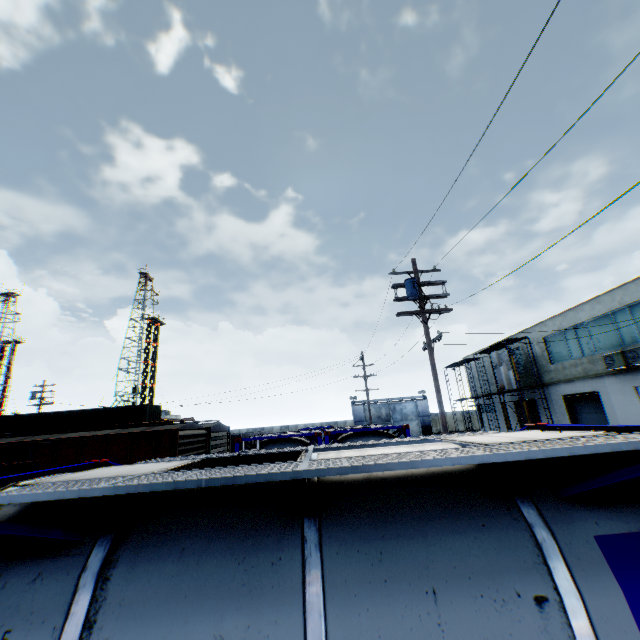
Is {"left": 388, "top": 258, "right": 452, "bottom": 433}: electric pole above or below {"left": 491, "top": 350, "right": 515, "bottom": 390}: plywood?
above

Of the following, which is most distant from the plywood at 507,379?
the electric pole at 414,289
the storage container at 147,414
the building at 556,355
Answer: the storage container at 147,414

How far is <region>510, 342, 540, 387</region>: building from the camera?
28.6m

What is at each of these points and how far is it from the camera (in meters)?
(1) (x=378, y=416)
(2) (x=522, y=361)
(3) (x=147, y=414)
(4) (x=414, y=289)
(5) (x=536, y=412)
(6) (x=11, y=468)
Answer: (1) metal gate, 48.28
(2) building, 30.23
(3) storage container, 27.09
(4) electric pole, 13.22
(5) building, 30.94
(6) storage container, 6.02

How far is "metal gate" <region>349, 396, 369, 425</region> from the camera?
48.0m

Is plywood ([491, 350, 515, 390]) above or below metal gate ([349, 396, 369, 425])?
above

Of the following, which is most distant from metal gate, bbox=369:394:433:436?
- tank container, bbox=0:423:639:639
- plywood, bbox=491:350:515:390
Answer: tank container, bbox=0:423:639:639

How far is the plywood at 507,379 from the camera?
27.56m
